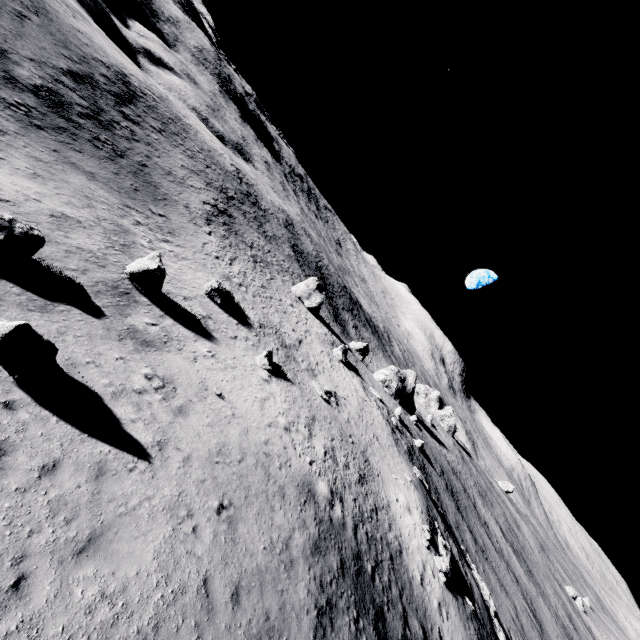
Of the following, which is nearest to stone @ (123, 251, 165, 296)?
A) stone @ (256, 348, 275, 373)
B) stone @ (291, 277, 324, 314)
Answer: stone @ (256, 348, 275, 373)

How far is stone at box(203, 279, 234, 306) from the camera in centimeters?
2672cm

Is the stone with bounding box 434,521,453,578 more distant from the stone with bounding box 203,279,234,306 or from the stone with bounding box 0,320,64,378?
the stone with bounding box 0,320,64,378

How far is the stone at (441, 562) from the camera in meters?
22.1

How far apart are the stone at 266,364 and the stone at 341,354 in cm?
2153

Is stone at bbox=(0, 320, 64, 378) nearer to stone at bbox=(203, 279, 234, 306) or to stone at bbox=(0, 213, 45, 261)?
stone at bbox=(0, 213, 45, 261)

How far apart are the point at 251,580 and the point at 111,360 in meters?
9.0

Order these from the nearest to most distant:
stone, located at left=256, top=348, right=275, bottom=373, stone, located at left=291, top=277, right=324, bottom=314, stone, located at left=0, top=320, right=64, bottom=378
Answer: stone, located at left=0, top=320, right=64, bottom=378 → stone, located at left=256, top=348, right=275, bottom=373 → stone, located at left=291, top=277, right=324, bottom=314
